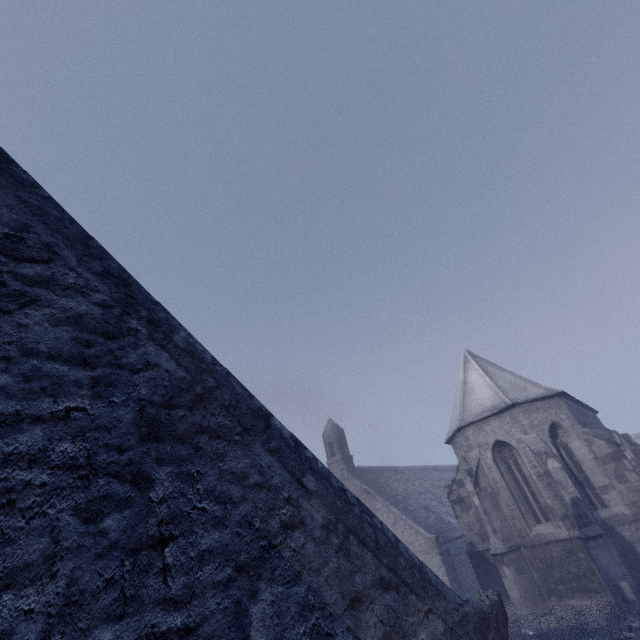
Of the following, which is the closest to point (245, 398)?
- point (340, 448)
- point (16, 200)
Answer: point (16, 200)
